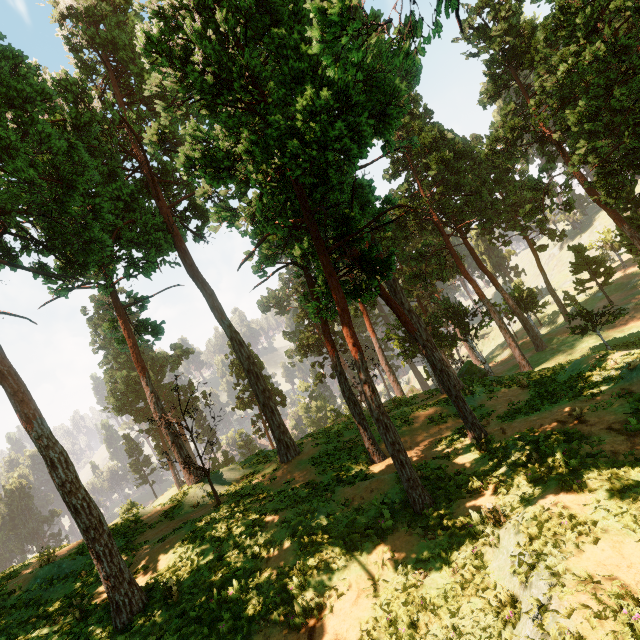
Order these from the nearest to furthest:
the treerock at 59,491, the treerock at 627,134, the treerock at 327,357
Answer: the treerock at 627,134, the treerock at 59,491, the treerock at 327,357

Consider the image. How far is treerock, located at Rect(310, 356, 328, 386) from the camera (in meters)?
45.75

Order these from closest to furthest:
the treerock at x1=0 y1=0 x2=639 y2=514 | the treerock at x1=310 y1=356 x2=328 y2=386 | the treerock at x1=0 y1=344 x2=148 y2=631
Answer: the treerock at x1=0 y1=0 x2=639 y2=514, the treerock at x1=0 y1=344 x2=148 y2=631, the treerock at x1=310 y1=356 x2=328 y2=386

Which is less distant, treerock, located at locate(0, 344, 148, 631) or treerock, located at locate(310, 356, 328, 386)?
treerock, located at locate(0, 344, 148, 631)

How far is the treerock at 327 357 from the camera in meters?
45.8

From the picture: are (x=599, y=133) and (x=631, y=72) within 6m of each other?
yes
